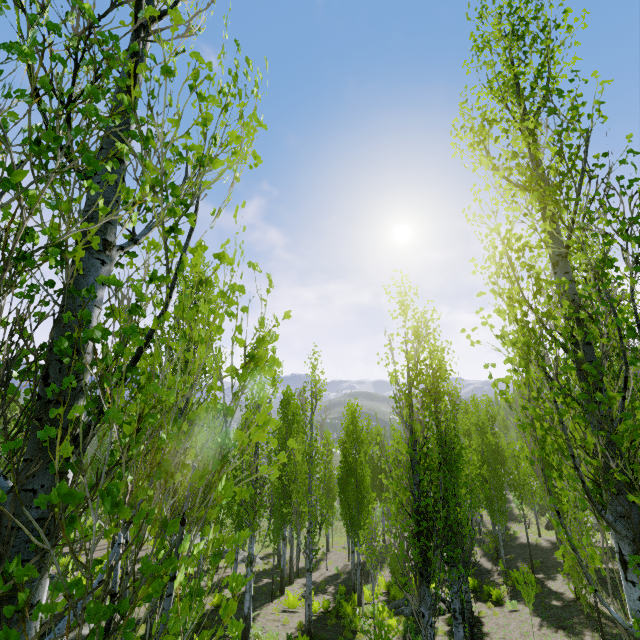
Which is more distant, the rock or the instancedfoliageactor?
the rock

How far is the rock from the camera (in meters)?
14.81

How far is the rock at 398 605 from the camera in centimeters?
1481cm

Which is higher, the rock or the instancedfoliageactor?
the instancedfoliageactor

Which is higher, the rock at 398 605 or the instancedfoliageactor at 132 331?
the instancedfoliageactor at 132 331

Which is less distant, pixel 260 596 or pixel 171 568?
pixel 171 568
